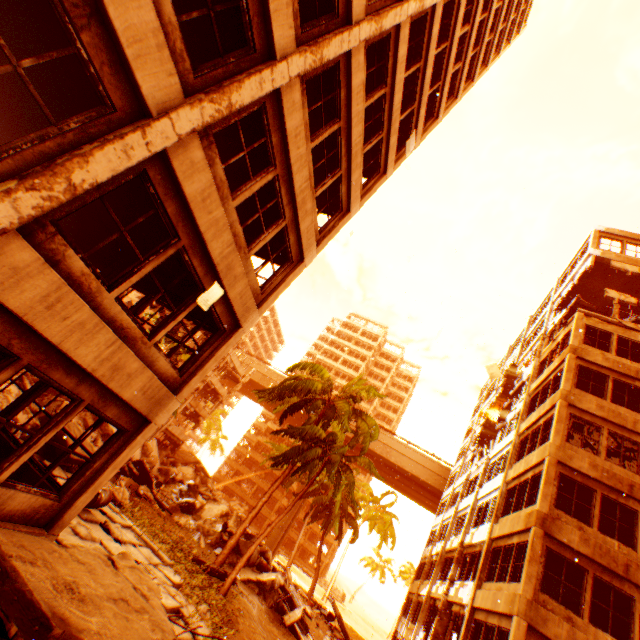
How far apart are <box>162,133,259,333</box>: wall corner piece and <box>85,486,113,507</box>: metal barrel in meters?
5.7 m

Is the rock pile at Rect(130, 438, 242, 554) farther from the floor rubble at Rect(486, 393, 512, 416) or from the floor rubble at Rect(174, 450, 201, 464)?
the floor rubble at Rect(486, 393, 512, 416)

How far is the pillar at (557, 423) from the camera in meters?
14.2 m

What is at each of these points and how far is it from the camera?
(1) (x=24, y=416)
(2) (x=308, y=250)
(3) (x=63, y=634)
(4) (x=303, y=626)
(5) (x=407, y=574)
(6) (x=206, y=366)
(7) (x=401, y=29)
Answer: (1) rock pile, 11.9 meters
(2) wall corner piece, 10.0 meters
(3) floor rubble, 3.8 meters
(4) floor rubble, 17.2 meters
(5) rubble, 58.8 meters
(6) pillar, 7.9 meters
(7) wall corner piece, 9.7 meters

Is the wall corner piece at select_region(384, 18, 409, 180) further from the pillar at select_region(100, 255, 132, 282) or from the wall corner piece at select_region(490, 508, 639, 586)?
the wall corner piece at select_region(490, 508, 639, 586)

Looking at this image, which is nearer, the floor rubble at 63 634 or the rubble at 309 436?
the floor rubble at 63 634

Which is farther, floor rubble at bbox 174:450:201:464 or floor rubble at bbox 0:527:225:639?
floor rubble at bbox 174:450:201:464

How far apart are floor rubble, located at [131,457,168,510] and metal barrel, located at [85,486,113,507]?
10.7m
